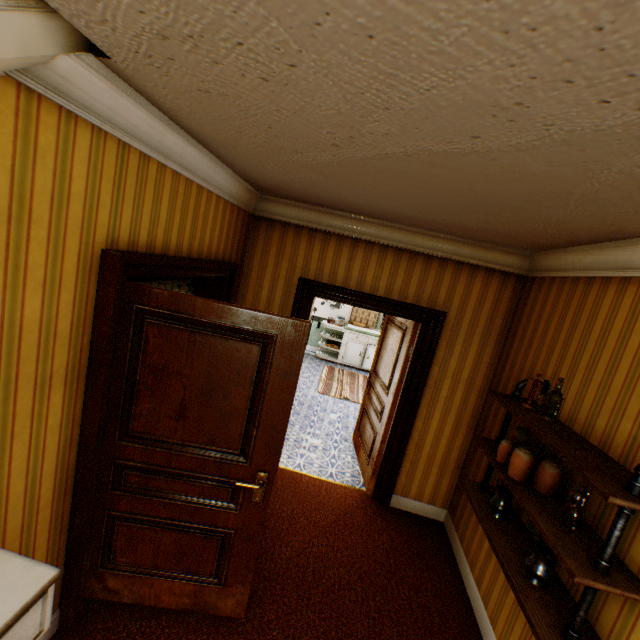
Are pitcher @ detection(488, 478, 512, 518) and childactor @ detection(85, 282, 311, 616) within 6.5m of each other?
yes

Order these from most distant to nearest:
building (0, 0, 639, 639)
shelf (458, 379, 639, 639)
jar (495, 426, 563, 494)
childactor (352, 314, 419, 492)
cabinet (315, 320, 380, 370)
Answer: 1. cabinet (315, 320, 380, 370)
2. childactor (352, 314, 419, 492)
3. jar (495, 426, 563, 494)
4. shelf (458, 379, 639, 639)
5. building (0, 0, 639, 639)

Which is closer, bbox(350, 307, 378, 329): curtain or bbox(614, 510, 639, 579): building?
bbox(614, 510, 639, 579): building

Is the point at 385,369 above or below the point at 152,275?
below

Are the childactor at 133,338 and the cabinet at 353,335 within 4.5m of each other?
no

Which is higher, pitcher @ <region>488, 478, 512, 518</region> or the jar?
the jar

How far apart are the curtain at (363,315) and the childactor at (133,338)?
7.5m

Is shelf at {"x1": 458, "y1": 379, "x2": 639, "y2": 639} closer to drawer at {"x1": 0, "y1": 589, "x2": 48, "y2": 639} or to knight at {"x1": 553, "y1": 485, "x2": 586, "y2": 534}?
knight at {"x1": 553, "y1": 485, "x2": 586, "y2": 534}
